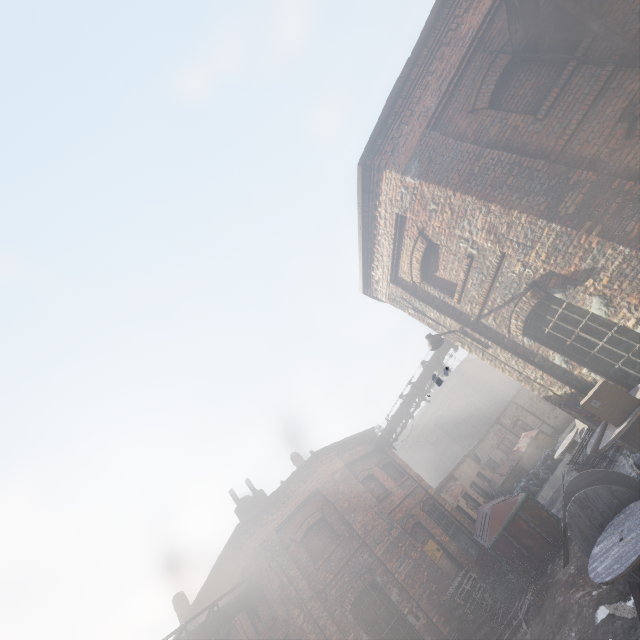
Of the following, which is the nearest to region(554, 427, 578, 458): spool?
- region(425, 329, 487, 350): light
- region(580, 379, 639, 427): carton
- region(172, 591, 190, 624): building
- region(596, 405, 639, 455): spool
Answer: region(596, 405, 639, 455): spool

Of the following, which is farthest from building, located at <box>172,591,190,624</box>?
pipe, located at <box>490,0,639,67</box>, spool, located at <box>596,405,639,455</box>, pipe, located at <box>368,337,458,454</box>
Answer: pipe, located at <box>490,0,639,67</box>

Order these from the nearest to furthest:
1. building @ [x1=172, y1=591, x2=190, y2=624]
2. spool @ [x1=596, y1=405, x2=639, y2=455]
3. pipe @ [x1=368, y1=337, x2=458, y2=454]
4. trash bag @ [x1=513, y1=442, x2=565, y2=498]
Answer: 1. spool @ [x1=596, y1=405, x2=639, y2=455]
2. pipe @ [x1=368, y1=337, x2=458, y2=454]
3. trash bag @ [x1=513, y1=442, x2=565, y2=498]
4. building @ [x1=172, y1=591, x2=190, y2=624]

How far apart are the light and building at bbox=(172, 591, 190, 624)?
19.9 meters

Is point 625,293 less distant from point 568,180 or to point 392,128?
point 568,180

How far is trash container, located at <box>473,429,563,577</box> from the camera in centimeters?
989cm

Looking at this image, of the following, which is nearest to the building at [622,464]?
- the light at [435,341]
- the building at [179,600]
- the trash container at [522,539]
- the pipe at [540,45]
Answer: the pipe at [540,45]

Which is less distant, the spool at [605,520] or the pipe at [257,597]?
the spool at [605,520]
